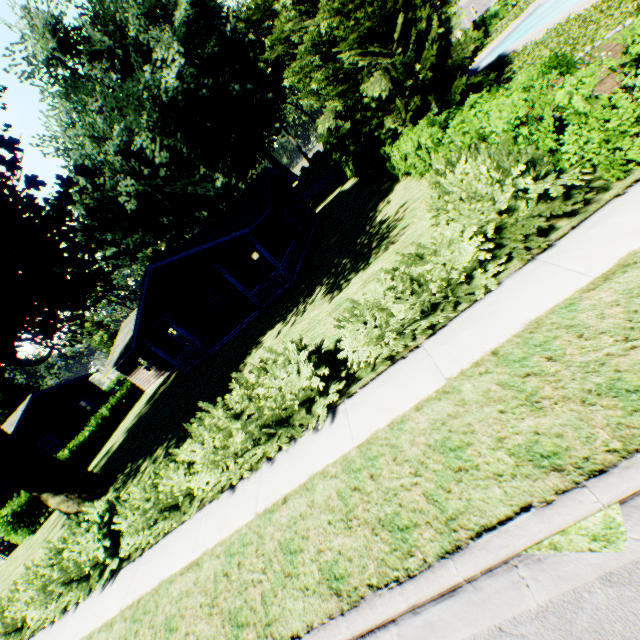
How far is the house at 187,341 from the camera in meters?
17.1

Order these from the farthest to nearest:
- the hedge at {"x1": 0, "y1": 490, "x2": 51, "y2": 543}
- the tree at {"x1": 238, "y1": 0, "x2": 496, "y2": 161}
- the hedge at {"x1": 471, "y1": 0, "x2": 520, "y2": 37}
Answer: the hedge at {"x1": 471, "y1": 0, "x2": 520, "y2": 37}, the hedge at {"x1": 0, "y1": 490, "x2": 51, "y2": 543}, the tree at {"x1": 238, "y1": 0, "x2": 496, "y2": 161}

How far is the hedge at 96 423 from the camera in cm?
2416

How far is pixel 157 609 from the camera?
5.67m

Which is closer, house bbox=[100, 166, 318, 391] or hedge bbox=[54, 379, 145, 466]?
house bbox=[100, 166, 318, 391]

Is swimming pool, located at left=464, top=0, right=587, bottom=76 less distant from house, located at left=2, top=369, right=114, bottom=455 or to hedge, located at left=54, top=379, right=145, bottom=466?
hedge, located at left=54, top=379, right=145, bottom=466

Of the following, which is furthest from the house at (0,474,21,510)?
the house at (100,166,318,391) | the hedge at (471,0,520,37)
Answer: the hedge at (471,0,520,37)

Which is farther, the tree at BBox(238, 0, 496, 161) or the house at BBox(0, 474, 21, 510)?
the house at BBox(0, 474, 21, 510)
